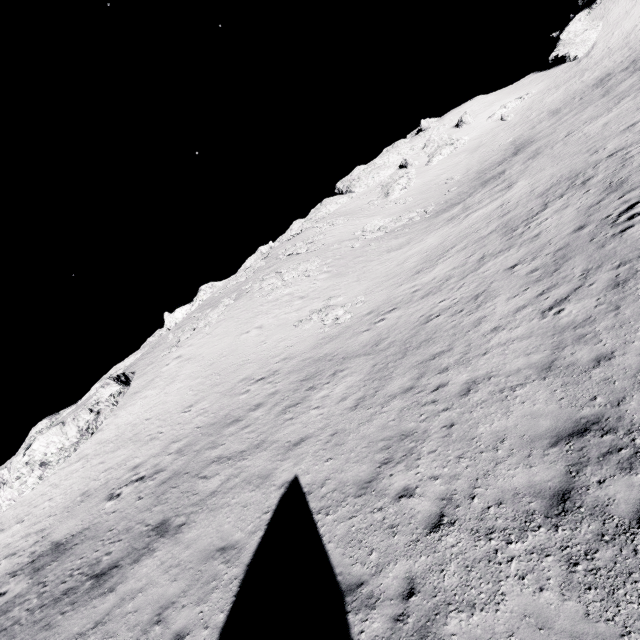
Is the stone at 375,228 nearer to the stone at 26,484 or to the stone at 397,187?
the stone at 397,187

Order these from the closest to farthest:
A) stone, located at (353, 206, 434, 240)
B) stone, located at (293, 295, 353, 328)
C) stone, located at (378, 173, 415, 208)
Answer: stone, located at (293, 295, 353, 328)
stone, located at (353, 206, 434, 240)
stone, located at (378, 173, 415, 208)

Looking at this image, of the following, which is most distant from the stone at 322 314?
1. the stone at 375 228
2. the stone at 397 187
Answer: the stone at 397 187

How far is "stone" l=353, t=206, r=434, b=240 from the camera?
36.4 meters

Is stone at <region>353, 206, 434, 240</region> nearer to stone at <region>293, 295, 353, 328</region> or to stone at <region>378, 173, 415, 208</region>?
stone at <region>378, 173, 415, 208</region>

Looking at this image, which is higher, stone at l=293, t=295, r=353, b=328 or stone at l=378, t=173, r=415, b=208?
stone at l=378, t=173, r=415, b=208

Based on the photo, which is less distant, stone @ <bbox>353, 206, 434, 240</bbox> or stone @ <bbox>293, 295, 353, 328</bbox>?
stone @ <bbox>293, 295, 353, 328</bbox>

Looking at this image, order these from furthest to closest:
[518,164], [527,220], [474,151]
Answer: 1. [474,151]
2. [518,164]
3. [527,220]
